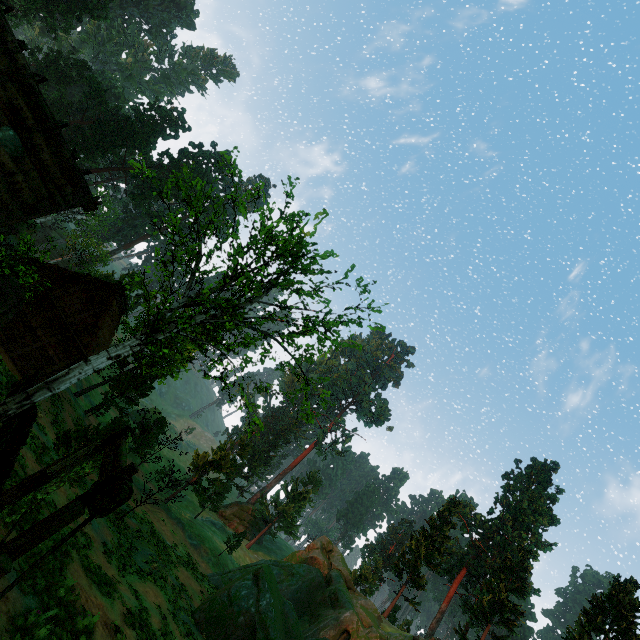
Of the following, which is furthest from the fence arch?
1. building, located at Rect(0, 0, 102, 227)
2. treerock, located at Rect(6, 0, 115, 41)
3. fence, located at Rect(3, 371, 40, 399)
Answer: building, located at Rect(0, 0, 102, 227)

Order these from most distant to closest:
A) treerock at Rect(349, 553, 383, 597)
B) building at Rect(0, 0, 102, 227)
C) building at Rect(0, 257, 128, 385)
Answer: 1. treerock at Rect(349, 553, 383, 597)
2. building at Rect(0, 257, 128, 385)
3. building at Rect(0, 0, 102, 227)

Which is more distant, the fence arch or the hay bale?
the hay bale

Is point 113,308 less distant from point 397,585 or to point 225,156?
point 225,156

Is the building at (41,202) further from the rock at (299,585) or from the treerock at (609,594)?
the rock at (299,585)

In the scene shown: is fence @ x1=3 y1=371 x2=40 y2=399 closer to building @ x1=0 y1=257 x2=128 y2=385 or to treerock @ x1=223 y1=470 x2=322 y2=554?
treerock @ x1=223 y1=470 x2=322 y2=554

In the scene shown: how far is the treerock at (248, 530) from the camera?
38.2 meters

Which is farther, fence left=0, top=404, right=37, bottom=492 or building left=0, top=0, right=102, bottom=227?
building left=0, top=0, right=102, bottom=227
